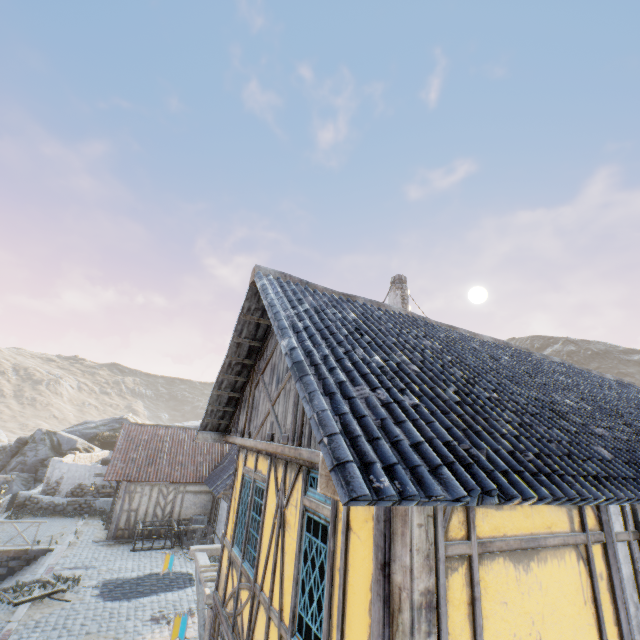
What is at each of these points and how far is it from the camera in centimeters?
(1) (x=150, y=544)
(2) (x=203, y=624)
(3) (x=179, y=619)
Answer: (1) wagon, 1689cm
(2) awning, 720cm
(3) flag, 621cm

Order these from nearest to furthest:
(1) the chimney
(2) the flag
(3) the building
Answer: (3) the building
(2) the flag
(1) the chimney

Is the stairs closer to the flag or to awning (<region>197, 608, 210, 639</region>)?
awning (<region>197, 608, 210, 639</region>)

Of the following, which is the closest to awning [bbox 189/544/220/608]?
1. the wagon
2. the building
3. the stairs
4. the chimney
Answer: the building

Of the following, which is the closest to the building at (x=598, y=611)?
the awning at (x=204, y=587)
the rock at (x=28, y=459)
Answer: the awning at (x=204, y=587)

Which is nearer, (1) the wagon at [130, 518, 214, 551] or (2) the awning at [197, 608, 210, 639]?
(2) the awning at [197, 608, 210, 639]

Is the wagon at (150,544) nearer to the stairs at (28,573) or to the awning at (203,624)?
the stairs at (28,573)

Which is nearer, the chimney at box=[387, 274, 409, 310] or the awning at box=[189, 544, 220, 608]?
the awning at box=[189, 544, 220, 608]
